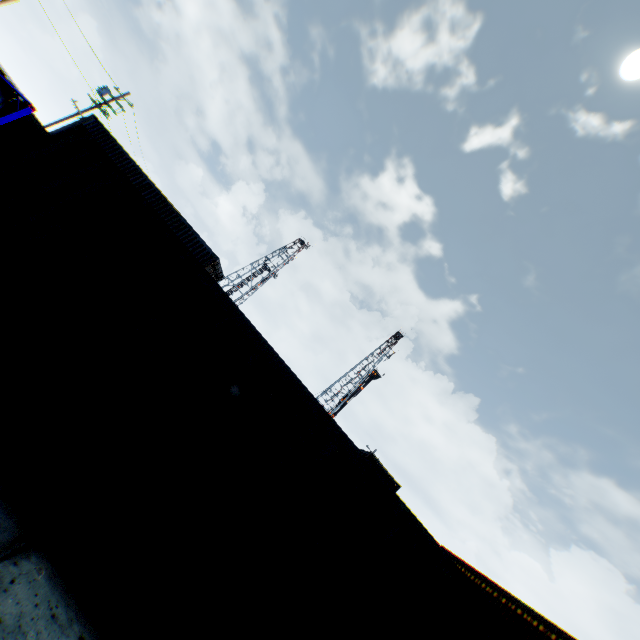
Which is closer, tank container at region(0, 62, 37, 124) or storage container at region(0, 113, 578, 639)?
storage container at region(0, 113, 578, 639)

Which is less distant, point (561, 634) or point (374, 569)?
point (374, 569)

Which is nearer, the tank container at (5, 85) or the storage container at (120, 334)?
the storage container at (120, 334)
